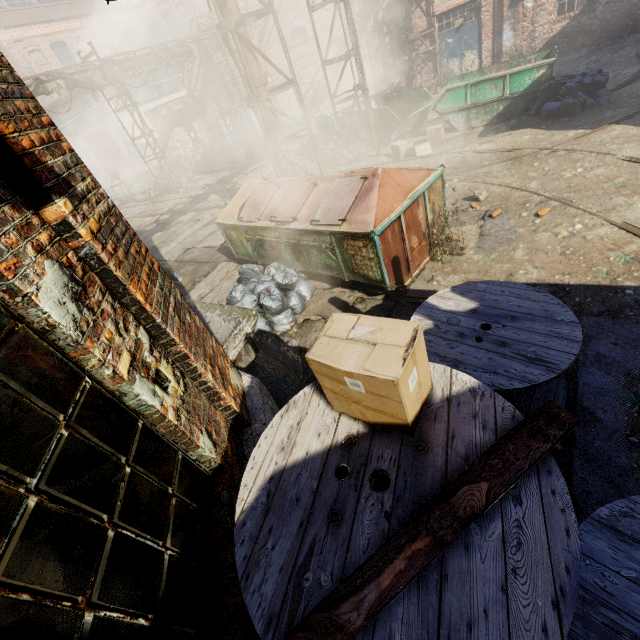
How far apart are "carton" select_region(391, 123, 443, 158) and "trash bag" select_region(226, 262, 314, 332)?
6.5 meters

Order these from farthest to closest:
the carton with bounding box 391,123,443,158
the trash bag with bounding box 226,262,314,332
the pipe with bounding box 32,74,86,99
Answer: the pipe with bounding box 32,74,86,99 < the carton with bounding box 391,123,443,158 < the trash bag with bounding box 226,262,314,332

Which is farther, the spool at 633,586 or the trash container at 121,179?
the trash container at 121,179

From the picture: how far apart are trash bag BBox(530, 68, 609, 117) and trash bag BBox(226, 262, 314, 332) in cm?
856

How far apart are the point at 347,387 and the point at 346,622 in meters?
0.9

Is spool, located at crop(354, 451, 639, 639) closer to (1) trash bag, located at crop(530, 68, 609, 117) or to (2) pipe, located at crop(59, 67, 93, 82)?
(2) pipe, located at crop(59, 67, 93, 82)

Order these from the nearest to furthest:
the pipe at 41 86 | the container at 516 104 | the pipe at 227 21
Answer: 1. the pipe at 227 21
2. the container at 516 104
3. the pipe at 41 86

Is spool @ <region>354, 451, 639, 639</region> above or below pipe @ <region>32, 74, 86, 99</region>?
below
